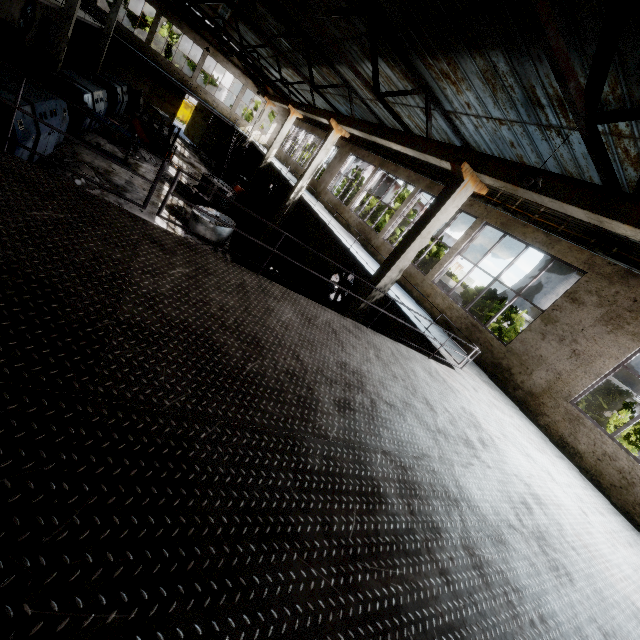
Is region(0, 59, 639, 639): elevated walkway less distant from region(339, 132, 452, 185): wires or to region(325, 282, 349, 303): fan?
region(325, 282, 349, 303): fan

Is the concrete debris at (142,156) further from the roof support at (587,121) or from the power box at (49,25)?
the roof support at (587,121)

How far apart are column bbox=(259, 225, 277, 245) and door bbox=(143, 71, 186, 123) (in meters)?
23.01

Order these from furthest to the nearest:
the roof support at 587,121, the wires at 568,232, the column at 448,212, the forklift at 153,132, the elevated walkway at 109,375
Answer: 1. the forklift at 153,132
2. the column at 448,212
3. the wires at 568,232
4. the roof support at 587,121
5. the elevated walkway at 109,375

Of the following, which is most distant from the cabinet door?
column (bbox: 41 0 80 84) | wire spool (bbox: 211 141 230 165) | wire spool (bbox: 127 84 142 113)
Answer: wire spool (bbox: 211 141 230 165)

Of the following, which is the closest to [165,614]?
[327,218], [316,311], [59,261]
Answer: [59,261]

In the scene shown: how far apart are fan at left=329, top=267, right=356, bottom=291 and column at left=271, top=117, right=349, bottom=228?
4.0m

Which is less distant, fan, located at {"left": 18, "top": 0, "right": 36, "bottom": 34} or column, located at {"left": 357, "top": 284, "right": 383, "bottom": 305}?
column, located at {"left": 357, "top": 284, "right": 383, "bottom": 305}
